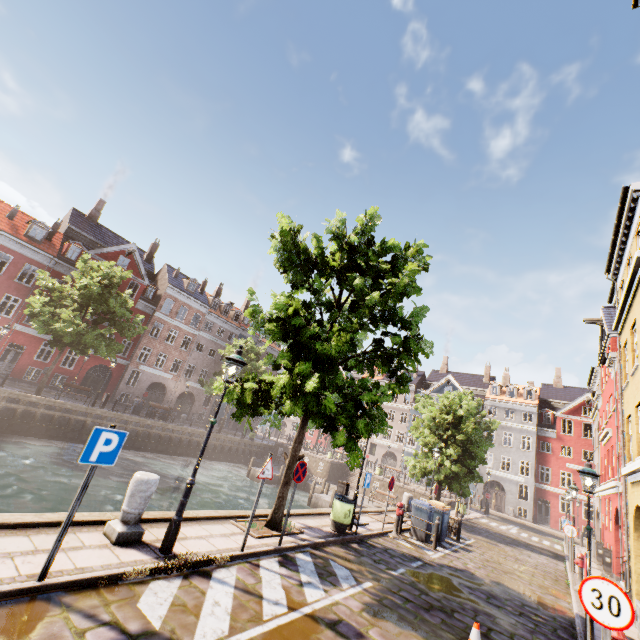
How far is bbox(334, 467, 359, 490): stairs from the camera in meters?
33.2 m

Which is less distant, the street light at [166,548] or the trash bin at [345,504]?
the street light at [166,548]

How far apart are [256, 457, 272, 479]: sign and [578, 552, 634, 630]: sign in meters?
5.5 m

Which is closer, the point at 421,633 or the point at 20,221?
the point at 421,633

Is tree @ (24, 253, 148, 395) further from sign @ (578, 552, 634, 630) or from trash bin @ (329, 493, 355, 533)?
sign @ (578, 552, 634, 630)

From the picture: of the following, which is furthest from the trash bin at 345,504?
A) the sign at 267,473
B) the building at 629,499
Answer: the building at 629,499

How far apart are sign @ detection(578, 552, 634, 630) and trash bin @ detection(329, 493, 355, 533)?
7.01m

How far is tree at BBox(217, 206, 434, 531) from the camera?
8.2m
